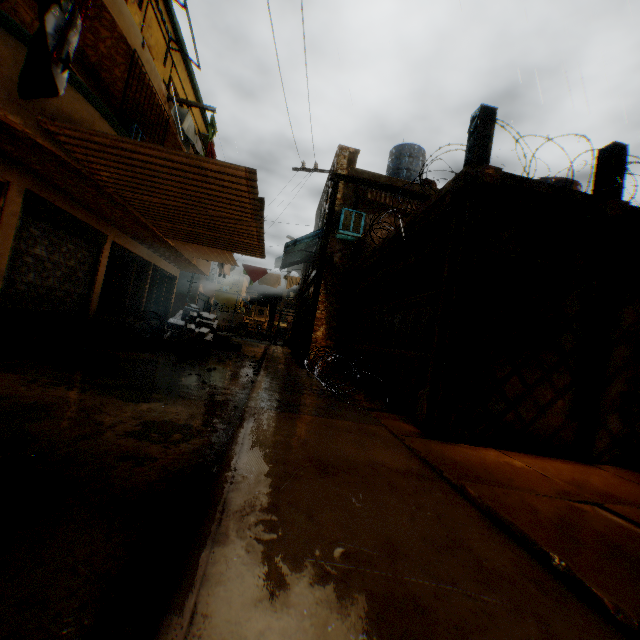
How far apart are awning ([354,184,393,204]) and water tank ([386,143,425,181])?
2.20m

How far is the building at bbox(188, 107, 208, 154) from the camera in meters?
12.2

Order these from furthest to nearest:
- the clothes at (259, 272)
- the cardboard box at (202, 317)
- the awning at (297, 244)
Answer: the clothes at (259, 272)
the awning at (297, 244)
the cardboard box at (202, 317)

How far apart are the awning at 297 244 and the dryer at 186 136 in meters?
2.7

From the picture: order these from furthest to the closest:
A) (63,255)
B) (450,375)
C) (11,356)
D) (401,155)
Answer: (401,155) < (63,255) < (11,356) < (450,375)

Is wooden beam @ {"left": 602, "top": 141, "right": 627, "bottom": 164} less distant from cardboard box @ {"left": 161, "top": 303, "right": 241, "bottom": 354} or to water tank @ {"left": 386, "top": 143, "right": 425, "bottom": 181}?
cardboard box @ {"left": 161, "top": 303, "right": 241, "bottom": 354}

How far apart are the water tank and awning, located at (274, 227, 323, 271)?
4.0m
